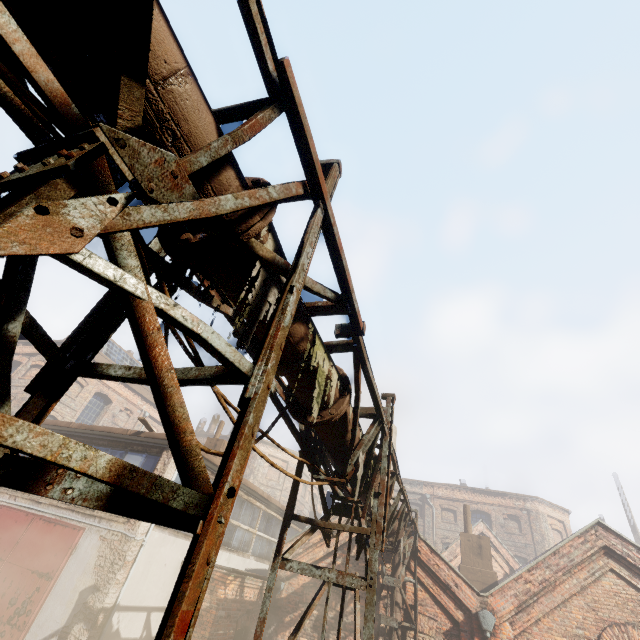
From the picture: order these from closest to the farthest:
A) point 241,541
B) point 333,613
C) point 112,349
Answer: point 333,613 < point 241,541 < point 112,349

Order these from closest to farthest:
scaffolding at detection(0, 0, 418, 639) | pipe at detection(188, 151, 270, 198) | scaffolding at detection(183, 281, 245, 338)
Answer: scaffolding at detection(0, 0, 418, 639), pipe at detection(188, 151, 270, 198), scaffolding at detection(183, 281, 245, 338)

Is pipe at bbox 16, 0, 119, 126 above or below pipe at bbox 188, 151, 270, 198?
below

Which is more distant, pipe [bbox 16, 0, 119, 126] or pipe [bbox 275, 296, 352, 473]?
pipe [bbox 275, 296, 352, 473]

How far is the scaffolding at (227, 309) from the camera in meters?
2.7 m

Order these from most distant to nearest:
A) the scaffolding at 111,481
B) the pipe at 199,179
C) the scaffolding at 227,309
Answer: the scaffolding at 227,309 → the pipe at 199,179 → the scaffolding at 111,481
